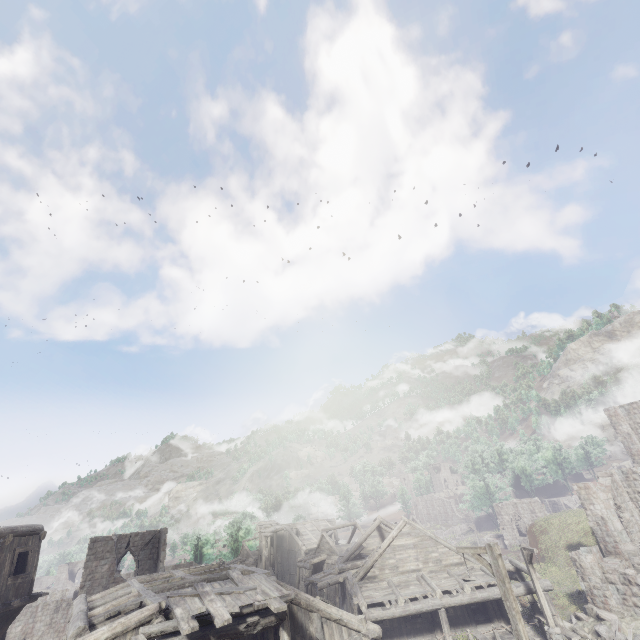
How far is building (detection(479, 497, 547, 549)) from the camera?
44.19m

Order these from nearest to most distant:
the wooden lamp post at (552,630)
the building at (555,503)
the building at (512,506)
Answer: the wooden lamp post at (552,630) → the building at (512,506) → the building at (555,503)

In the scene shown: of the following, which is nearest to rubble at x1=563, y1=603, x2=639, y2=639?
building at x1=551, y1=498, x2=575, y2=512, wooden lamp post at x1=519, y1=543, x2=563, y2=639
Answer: wooden lamp post at x1=519, y1=543, x2=563, y2=639

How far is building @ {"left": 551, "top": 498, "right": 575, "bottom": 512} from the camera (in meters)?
55.62

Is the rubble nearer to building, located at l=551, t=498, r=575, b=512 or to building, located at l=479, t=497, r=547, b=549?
building, located at l=479, t=497, r=547, b=549

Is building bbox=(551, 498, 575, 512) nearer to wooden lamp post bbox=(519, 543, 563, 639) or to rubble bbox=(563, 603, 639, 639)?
rubble bbox=(563, 603, 639, 639)

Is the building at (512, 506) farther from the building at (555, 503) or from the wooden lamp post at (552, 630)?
the building at (555, 503)

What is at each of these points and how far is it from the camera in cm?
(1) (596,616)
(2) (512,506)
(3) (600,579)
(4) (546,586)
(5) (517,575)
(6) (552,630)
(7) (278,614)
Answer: (1) rubble, 1841
(2) building, 4619
(3) building, 1897
(4) building, 1927
(5) building, 2152
(6) wooden lamp post, 1641
(7) building, 1189
